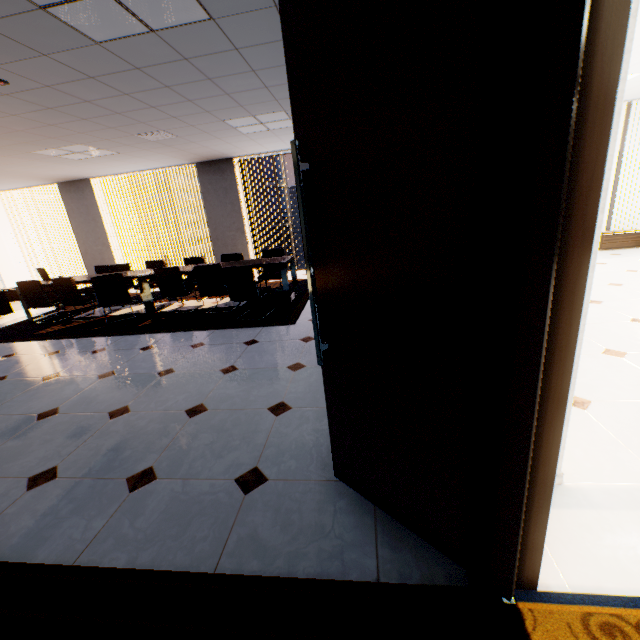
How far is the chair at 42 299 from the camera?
5.7 meters

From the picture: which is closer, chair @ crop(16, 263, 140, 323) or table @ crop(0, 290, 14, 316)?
chair @ crop(16, 263, 140, 323)

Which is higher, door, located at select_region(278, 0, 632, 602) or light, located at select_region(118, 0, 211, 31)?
light, located at select_region(118, 0, 211, 31)

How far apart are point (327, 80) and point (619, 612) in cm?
222

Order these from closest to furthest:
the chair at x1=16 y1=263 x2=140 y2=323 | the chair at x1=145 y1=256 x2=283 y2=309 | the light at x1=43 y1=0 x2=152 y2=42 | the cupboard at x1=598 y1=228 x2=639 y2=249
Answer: the light at x1=43 y1=0 x2=152 y2=42 < the chair at x1=145 y1=256 x2=283 y2=309 < the chair at x1=16 y1=263 x2=140 y2=323 < the cupboard at x1=598 y1=228 x2=639 y2=249

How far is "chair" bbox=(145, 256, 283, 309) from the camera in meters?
4.9 m

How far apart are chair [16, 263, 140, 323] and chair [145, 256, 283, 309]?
1.38m

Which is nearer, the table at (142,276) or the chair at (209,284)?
the chair at (209,284)
